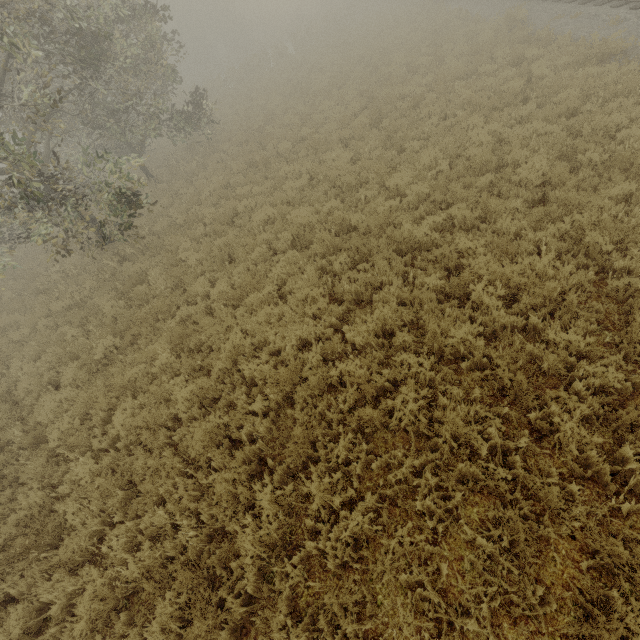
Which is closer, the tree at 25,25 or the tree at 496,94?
the tree at 25,25

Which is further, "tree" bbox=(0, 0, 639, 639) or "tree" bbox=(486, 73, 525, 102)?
"tree" bbox=(486, 73, 525, 102)

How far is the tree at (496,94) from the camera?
10.0 meters

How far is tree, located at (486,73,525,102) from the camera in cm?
1002

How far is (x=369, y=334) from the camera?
5.7 meters
